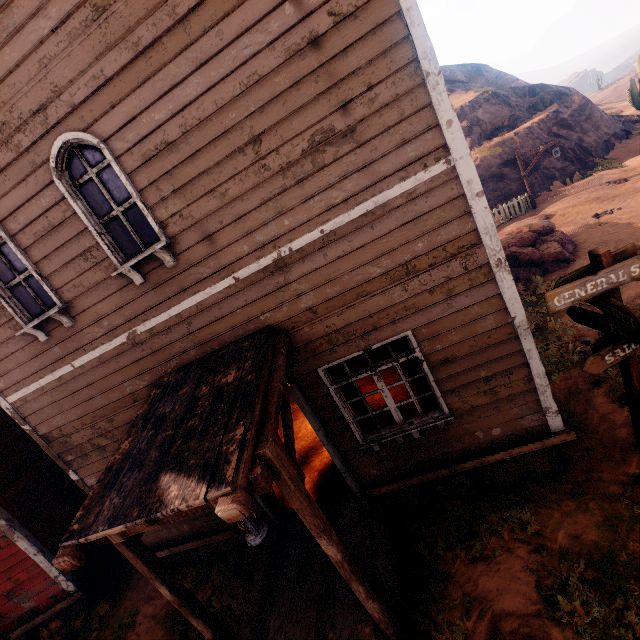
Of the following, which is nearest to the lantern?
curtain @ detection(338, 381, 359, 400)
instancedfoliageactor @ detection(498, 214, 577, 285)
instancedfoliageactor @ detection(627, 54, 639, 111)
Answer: curtain @ detection(338, 381, 359, 400)

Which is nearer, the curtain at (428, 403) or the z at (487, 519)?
the z at (487, 519)

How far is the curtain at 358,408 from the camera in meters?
5.0 m

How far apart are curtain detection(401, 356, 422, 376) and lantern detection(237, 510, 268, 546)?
2.6m

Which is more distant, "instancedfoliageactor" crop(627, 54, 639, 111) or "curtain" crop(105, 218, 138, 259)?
"instancedfoliageactor" crop(627, 54, 639, 111)

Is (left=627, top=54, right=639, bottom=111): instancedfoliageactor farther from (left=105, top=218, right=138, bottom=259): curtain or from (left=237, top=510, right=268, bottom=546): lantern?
(left=237, top=510, right=268, bottom=546): lantern

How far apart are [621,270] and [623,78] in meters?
88.6 m

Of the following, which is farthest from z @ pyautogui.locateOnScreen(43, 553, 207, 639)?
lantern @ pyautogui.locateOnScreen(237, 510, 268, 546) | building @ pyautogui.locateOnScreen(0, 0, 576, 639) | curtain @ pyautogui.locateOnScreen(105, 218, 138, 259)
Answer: lantern @ pyautogui.locateOnScreen(237, 510, 268, 546)
